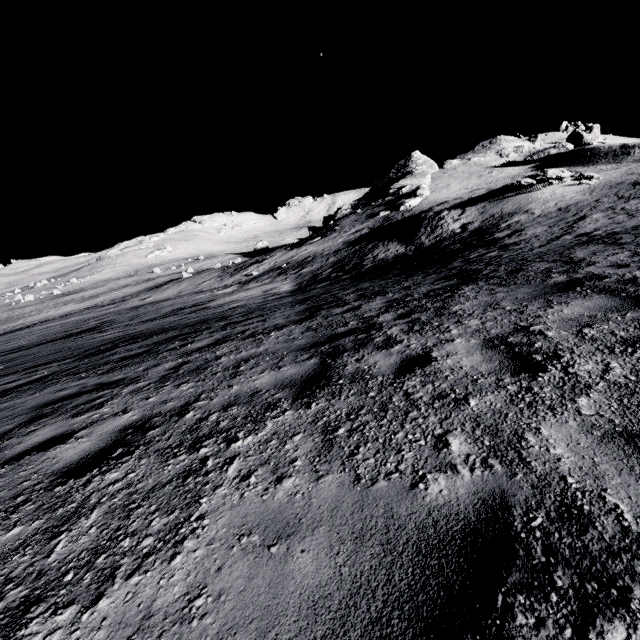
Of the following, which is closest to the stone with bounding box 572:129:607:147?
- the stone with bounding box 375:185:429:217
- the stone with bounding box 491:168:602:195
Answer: the stone with bounding box 375:185:429:217

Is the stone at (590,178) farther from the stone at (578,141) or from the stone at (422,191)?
the stone at (578,141)

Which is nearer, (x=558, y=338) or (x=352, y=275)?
(x=558, y=338)

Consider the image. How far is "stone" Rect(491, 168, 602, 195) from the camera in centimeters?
2553cm

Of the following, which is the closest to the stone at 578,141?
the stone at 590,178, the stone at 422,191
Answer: the stone at 422,191

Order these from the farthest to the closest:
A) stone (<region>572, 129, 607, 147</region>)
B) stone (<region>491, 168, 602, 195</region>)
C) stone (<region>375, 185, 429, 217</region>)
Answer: stone (<region>572, 129, 607, 147</region>), stone (<region>375, 185, 429, 217</region>), stone (<region>491, 168, 602, 195</region>)
